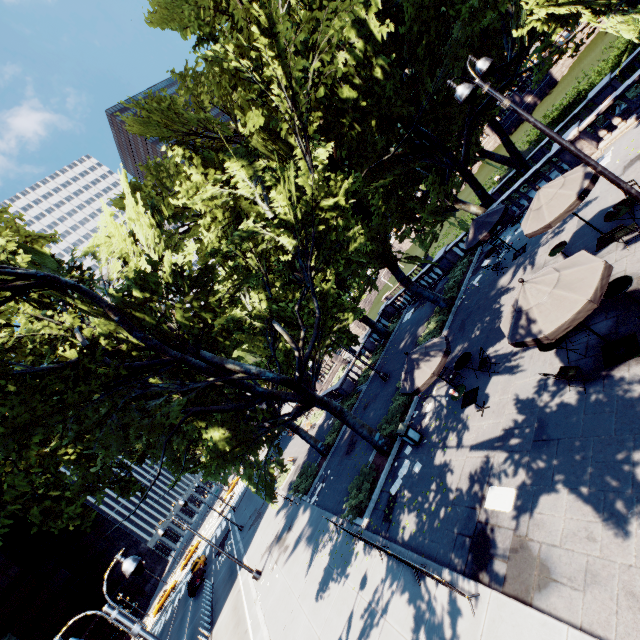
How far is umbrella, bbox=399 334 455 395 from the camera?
11.5 meters

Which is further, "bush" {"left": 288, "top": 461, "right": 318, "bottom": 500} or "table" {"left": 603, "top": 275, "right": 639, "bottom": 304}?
"bush" {"left": 288, "top": 461, "right": 318, "bottom": 500}

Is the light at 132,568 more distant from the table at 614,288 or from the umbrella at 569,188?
the umbrella at 569,188

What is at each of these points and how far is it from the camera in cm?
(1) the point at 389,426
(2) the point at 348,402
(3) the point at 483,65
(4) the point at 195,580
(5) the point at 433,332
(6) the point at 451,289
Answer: (1) bush, 1670
(2) bush, 2691
(3) light, 872
(4) vehicle, 3634
(5) bush, 1972
(6) bush, 2170

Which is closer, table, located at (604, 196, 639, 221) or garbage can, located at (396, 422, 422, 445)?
table, located at (604, 196, 639, 221)

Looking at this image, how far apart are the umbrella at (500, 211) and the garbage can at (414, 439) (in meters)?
9.62

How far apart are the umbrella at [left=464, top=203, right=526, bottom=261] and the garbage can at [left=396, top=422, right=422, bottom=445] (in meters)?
9.62

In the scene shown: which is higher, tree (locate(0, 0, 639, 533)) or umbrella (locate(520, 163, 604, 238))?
tree (locate(0, 0, 639, 533))
